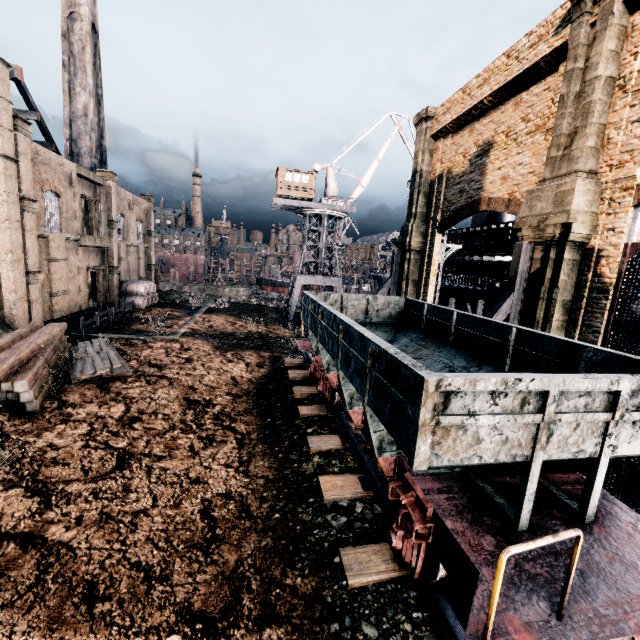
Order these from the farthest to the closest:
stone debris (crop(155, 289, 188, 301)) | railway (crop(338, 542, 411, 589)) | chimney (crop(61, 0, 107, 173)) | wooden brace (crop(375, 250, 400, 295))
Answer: stone debris (crop(155, 289, 188, 301)) → chimney (crop(61, 0, 107, 173)) → wooden brace (crop(375, 250, 400, 295)) → railway (crop(338, 542, 411, 589))

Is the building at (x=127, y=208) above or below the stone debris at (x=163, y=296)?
above

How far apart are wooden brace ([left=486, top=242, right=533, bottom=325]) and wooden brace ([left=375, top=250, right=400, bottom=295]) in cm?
1168

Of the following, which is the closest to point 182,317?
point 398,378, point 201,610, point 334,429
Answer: A: point 334,429

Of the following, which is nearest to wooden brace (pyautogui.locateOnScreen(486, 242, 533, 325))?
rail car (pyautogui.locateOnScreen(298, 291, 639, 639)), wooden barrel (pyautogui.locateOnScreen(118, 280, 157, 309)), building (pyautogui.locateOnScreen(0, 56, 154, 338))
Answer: rail car (pyautogui.locateOnScreen(298, 291, 639, 639))

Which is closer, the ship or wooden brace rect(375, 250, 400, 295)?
wooden brace rect(375, 250, 400, 295)

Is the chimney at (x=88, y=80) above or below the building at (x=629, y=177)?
above

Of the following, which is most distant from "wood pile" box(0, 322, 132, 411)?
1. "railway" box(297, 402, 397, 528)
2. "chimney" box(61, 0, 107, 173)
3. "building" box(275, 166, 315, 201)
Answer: "building" box(275, 166, 315, 201)
